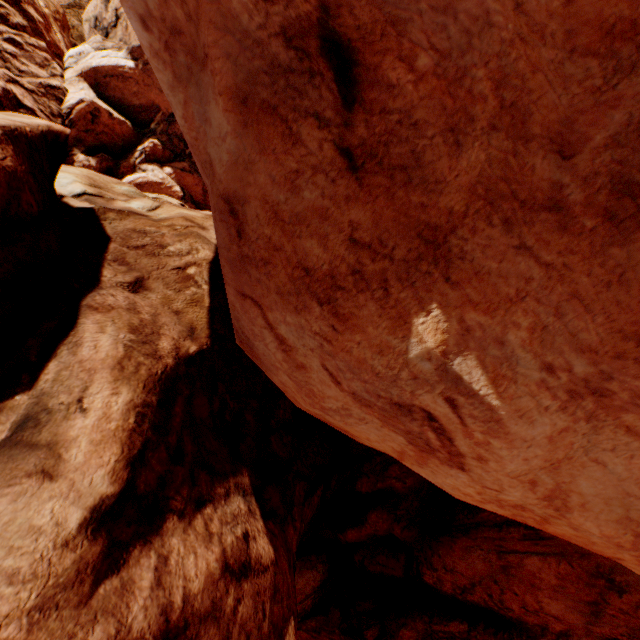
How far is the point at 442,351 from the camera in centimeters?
300cm
